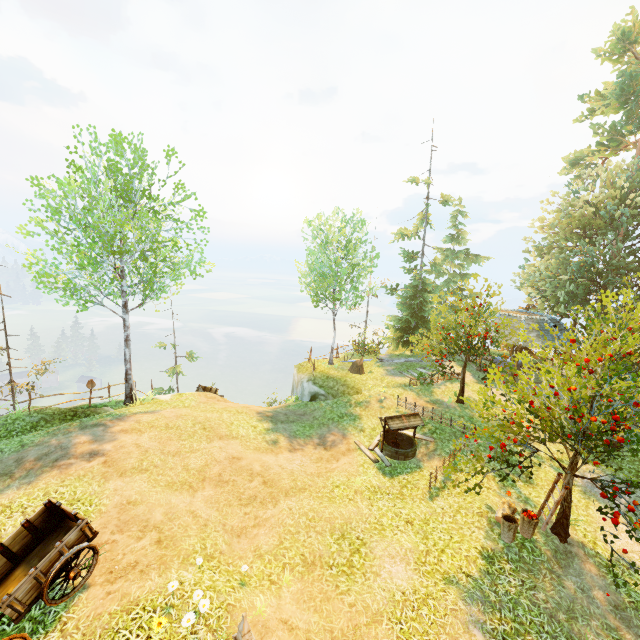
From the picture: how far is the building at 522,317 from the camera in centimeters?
2005cm

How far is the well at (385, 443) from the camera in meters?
13.2

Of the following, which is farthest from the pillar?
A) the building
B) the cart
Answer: the building

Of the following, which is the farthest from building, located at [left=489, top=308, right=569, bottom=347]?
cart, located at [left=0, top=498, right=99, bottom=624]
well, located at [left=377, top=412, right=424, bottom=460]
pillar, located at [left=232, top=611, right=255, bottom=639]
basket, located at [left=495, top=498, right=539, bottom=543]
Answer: cart, located at [left=0, top=498, right=99, bottom=624]

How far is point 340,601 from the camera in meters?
7.3 m

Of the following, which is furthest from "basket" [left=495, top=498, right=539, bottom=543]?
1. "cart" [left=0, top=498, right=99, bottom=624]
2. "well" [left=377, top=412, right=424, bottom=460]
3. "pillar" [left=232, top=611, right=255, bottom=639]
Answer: "cart" [left=0, top=498, right=99, bottom=624]

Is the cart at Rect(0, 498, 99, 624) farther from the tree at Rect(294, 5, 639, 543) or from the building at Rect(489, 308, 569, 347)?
the building at Rect(489, 308, 569, 347)

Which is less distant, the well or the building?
the well
